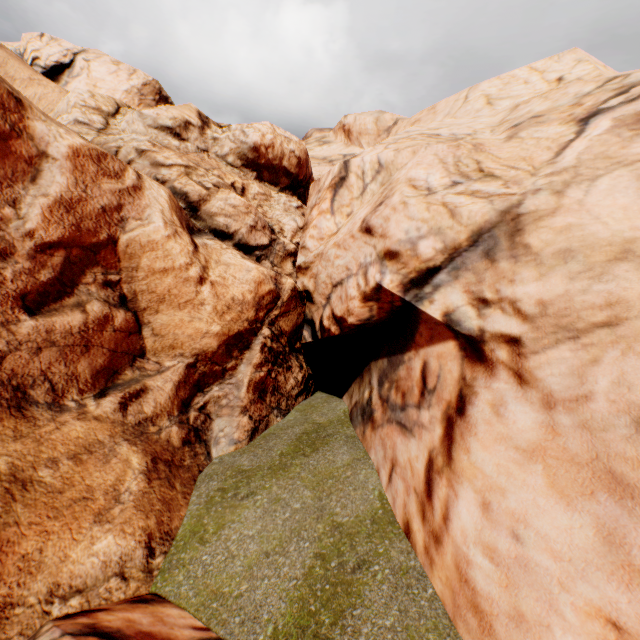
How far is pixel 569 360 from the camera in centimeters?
413cm
